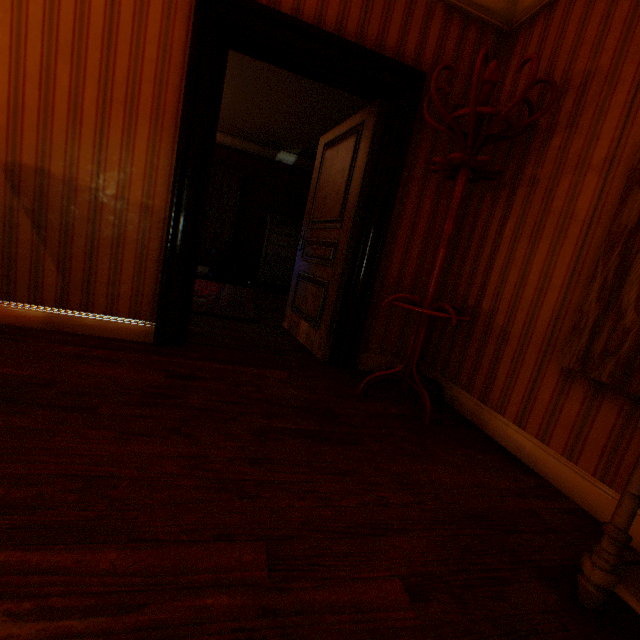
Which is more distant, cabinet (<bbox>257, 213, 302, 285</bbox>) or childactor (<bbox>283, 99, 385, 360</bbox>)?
cabinet (<bbox>257, 213, 302, 285</bbox>)

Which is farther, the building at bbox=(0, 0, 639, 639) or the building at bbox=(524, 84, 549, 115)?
the building at bbox=(524, 84, 549, 115)

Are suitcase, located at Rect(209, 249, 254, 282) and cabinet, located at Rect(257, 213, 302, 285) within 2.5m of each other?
yes

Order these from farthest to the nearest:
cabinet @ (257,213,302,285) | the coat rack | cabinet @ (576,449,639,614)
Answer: cabinet @ (257,213,302,285) < the coat rack < cabinet @ (576,449,639,614)

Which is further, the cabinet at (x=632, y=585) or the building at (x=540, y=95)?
the building at (x=540, y=95)

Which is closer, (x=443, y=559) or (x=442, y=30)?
(x=443, y=559)

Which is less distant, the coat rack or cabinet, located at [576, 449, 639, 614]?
cabinet, located at [576, 449, 639, 614]

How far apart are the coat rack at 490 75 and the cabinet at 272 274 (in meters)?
5.17
